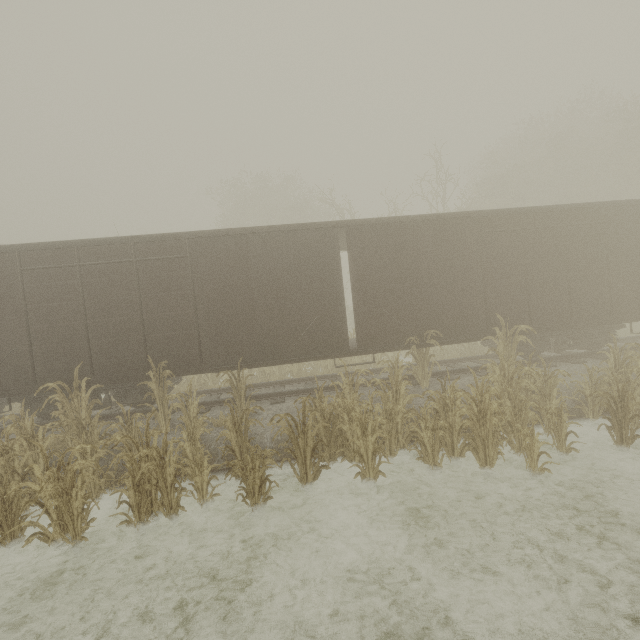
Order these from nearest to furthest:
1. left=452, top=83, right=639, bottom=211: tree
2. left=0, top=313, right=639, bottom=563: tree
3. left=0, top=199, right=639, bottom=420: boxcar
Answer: left=0, top=313, right=639, bottom=563: tree < left=0, top=199, right=639, bottom=420: boxcar < left=452, top=83, right=639, bottom=211: tree

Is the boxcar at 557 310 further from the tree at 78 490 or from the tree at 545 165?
the tree at 545 165

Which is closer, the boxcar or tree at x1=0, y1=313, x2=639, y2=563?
tree at x1=0, y1=313, x2=639, y2=563

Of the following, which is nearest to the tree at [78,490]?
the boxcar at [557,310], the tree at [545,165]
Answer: the boxcar at [557,310]

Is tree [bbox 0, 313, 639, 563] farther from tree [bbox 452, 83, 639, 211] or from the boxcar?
tree [bbox 452, 83, 639, 211]

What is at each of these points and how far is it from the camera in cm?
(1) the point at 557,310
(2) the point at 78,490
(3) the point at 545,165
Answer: (1) boxcar, 941
(2) tree, 512
(3) tree, 2153

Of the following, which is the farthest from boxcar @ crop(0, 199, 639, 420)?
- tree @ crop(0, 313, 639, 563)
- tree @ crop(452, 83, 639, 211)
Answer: tree @ crop(452, 83, 639, 211)
